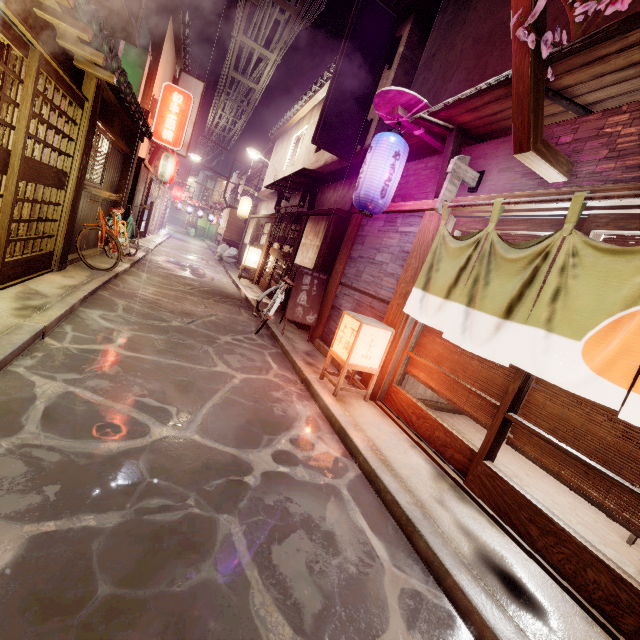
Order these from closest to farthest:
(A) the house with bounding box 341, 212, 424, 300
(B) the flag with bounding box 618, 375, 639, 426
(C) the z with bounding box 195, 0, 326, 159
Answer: (B) the flag with bounding box 618, 375, 639, 426 → (A) the house with bounding box 341, 212, 424, 300 → (C) the z with bounding box 195, 0, 326, 159

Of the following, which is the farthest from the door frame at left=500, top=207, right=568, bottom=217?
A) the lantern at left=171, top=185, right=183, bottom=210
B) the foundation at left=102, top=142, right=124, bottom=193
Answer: the lantern at left=171, top=185, right=183, bottom=210

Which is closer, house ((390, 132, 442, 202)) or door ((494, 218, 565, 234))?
door ((494, 218, 565, 234))

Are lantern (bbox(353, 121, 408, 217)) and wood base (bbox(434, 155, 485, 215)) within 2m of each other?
yes

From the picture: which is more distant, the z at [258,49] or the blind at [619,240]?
the z at [258,49]

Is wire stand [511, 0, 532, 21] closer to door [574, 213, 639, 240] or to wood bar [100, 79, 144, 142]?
wood bar [100, 79, 144, 142]

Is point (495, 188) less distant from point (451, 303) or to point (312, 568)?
point (451, 303)

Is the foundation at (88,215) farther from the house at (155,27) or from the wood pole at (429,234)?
the wood pole at (429,234)
